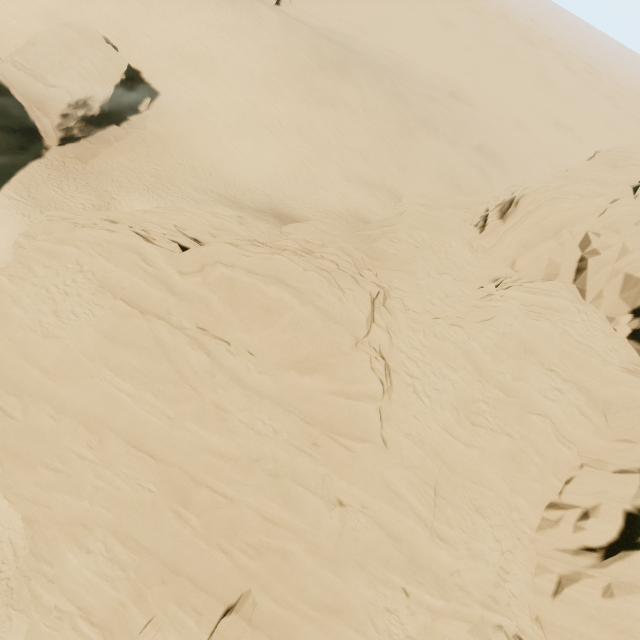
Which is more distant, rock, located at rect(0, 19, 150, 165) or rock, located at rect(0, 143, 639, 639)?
rock, located at rect(0, 19, 150, 165)

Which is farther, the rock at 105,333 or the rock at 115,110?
the rock at 115,110

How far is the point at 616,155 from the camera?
38.88m
